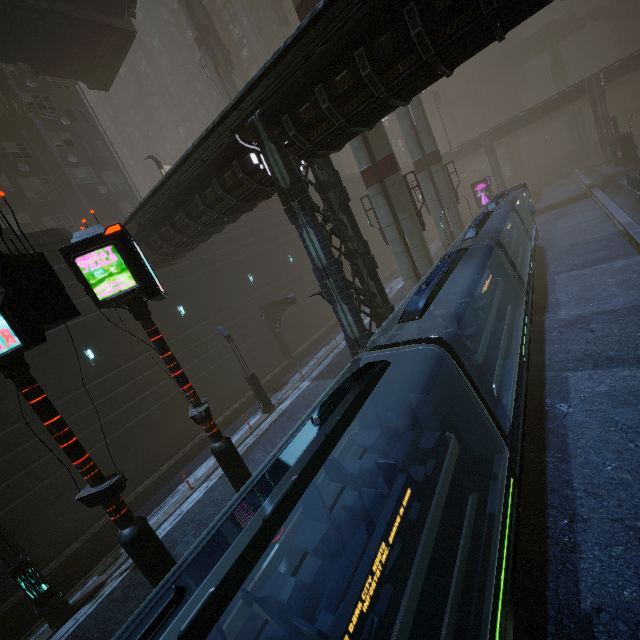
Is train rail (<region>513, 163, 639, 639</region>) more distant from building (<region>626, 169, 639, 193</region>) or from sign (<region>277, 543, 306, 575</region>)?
sign (<region>277, 543, 306, 575</region>)

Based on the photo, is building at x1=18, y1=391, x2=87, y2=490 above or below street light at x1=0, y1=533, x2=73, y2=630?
above

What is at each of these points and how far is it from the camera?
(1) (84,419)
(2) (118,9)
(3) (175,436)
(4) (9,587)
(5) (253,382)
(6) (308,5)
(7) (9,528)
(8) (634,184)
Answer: (1) building, 15.74m
(2) stairs, 21.19m
(3) building, 18.98m
(4) building, 12.99m
(5) street light, 17.91m
(6) sm, 16.95m
(7) building, 13.17m
(8) building, 27.66m

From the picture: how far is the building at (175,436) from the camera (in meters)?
16.44

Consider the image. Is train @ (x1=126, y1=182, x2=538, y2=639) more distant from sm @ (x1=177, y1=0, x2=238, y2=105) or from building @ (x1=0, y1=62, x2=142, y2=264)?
sm @ (x1=177, y1=0, x2=238, y2=105)

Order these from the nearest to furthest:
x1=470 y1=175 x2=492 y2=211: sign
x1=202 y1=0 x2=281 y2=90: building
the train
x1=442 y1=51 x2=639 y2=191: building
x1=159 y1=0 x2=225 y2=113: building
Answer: the train
x1=470 y1=175 x2=492 y2=211: sign
x1=442 y1=51 x2=639 y2=191: building
x1=202 y1=0 x2=281 y2=90: building
x1=159 y1=0 x2=225 y2=113: building

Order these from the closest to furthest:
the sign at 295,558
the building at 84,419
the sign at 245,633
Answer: the sign at 245,633 → the sign at 295,558 → the building at 84,419

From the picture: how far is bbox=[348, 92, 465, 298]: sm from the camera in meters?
18.4 m
